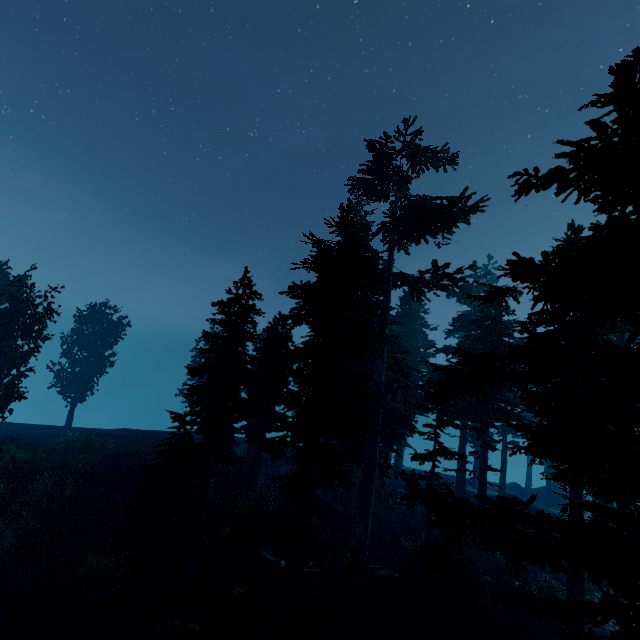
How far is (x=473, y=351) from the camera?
24.3 meters

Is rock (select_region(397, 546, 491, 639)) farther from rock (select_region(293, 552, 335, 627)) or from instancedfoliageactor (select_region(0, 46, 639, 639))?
rock (select_region(293, 552, 335, 627))

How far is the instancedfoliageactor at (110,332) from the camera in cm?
3581

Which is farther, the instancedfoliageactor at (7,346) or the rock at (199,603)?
the instancedfoliageactor at (7,346)

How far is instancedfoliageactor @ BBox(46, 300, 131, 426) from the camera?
35.8 meters

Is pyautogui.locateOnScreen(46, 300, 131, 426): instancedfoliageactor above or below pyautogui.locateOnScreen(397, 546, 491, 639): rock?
above

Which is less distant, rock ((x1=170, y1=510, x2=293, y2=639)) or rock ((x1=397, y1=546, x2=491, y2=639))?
rock ((x1=170, y1=510, x2=293, y2=639))

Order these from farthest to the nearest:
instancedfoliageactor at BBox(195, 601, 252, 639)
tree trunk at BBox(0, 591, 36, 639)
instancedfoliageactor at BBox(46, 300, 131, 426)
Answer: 1. instancedfoliageactor at BBox(46, 300, 131, 426)
2. tree trunk at BBox(0, 591, 36, 639)
3. instancedfoliageactor at BBox(195, 601, 252, 639)
